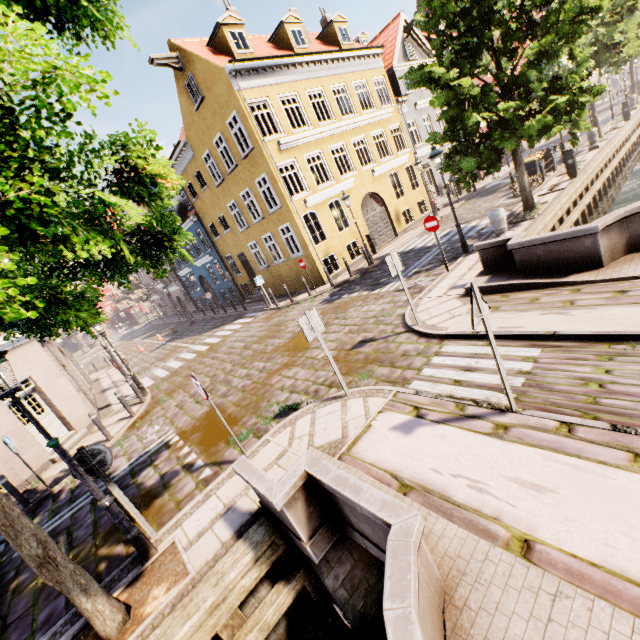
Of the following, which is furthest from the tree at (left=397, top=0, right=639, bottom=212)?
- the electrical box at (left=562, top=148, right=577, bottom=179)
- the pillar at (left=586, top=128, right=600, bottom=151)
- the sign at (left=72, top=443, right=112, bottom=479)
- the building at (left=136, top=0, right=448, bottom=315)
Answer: the building at (left=136, top=0, right=448, bottom=315)

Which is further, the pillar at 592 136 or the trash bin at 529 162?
the pillar at 592 136

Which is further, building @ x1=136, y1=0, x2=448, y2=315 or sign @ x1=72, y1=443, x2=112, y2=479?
building @ x1=136, y1=0, x2=448, y2=315

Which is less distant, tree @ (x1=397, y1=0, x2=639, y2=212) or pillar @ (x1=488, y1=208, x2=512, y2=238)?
tree @ (x1=397, y1=0, x2=639, y2=212)

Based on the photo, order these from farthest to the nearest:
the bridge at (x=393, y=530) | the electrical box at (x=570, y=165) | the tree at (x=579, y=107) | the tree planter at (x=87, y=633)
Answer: the electrical box at (x=570, y=165) → the tree at (x=579, y=107) → the tree planter at (x=87, y=633) → the bridge at (x=393, y=530)

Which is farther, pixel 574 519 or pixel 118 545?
pixel 118 545

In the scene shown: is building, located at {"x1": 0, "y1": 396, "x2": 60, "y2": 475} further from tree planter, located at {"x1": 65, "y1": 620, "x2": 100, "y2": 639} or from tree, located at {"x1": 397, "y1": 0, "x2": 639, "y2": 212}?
tree planter, located at {"x1": 65, "y1": 620, "x2": 100, "y2": 639}
